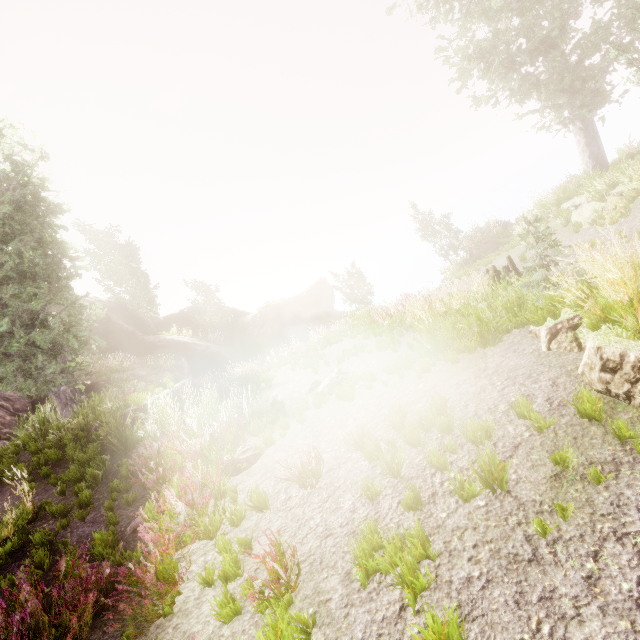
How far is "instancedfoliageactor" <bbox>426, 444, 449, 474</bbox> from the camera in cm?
379

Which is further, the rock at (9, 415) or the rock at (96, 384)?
the rock at (96, 384)

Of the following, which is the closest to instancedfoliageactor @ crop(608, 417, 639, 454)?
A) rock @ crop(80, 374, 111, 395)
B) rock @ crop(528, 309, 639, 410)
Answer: rock @ crop(80, 374, 111, 395)

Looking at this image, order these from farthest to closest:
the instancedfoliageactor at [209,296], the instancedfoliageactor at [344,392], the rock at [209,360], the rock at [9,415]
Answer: the instancedfoliageactor at [209,296] → the rock at [209,360] → the rock at [9,415] → the instancedfoliageactor at [344,392]

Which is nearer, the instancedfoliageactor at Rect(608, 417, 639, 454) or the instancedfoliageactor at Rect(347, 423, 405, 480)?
the instancedfoliageactor at Rect(608, 417, 639, 454)

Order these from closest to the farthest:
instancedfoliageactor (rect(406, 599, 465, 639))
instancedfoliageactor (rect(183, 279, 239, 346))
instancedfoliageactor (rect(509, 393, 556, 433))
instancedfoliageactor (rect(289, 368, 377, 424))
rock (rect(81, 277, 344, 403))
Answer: instancedfoliageactor (rect(406, 599, 465, 639))
instancedfoliageactor (rect(509, 393, 556, 433))
instancedfoliageactor (rect(289, 368, 377, 424))
rock (rect(81, 277, 344, 403))
instancedfoliageactor (rect(183, 279, 239, 346))

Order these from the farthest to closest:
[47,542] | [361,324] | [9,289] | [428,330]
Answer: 1. [361,324]
2. [9,289]
3. [428,330]
4. [47,542]
